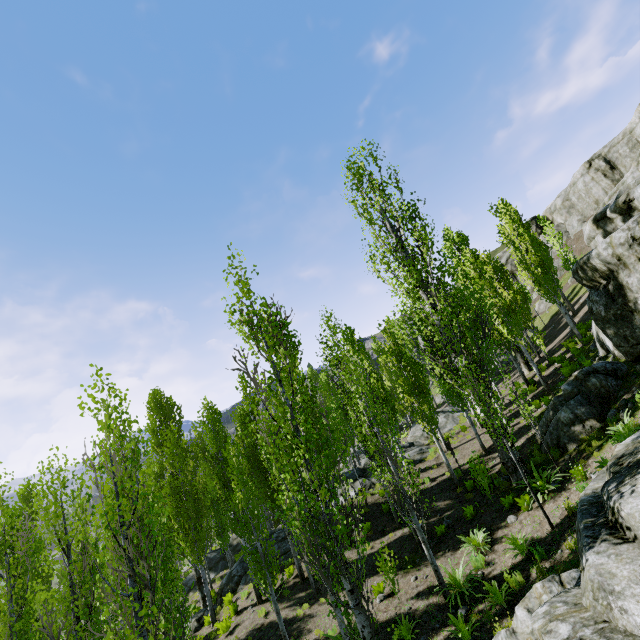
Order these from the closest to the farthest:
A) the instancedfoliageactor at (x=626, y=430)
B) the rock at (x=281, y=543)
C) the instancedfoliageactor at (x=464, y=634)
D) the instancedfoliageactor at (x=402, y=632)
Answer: the instancedfoliageactor at (x=464, y=634) → the instancedfoliageactor at (x=402, y=632) → the instancedfoliageactor at (x=626, y=430) → the rock at (x=281, y=543)

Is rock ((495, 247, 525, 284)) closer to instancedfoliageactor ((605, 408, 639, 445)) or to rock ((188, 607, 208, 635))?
instancedfoliageactor ((605, 408, 639, 445))

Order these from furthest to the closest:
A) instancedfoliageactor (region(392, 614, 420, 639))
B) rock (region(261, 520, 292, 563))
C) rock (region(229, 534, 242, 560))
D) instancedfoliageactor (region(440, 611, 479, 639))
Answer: rock (region(229, 534, 242, 560))
rock (region(261, 520, 292, 563))
instancedfoliageactor (region(392, 614, 420, 639))
instancedfoliageactor (region(440, 611, 479, 639))

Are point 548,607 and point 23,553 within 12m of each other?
no

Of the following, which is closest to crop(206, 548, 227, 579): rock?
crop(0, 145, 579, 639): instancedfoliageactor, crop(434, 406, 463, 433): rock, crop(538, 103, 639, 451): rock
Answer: crop(0, 145, 579, 639): instancedfoliageactor

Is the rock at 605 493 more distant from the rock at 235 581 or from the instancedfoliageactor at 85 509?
the rock at 235 581

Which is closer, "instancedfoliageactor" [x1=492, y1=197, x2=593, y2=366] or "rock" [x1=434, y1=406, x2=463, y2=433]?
"instancedfoliageactor" [x1=492, y1=197, x2=593, y2=366]
